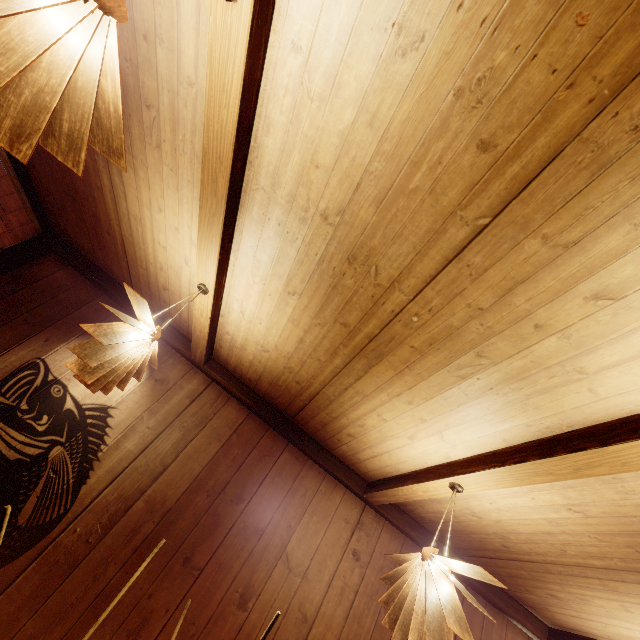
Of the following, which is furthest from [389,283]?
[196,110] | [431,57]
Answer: [196,110]

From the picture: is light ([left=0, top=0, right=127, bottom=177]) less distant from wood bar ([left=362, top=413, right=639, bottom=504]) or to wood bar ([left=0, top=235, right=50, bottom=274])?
wood bar ([left=362, top=413, right=639, bottom=504])

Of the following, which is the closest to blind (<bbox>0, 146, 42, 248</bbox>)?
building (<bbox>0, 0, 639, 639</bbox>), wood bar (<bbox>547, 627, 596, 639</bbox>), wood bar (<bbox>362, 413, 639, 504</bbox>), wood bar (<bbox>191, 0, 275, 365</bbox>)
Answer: building (<bbox>0, 0, 639, 639</bbox>)

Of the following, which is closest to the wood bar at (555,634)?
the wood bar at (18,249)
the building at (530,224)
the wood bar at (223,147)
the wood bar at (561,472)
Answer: the building at (530,224)

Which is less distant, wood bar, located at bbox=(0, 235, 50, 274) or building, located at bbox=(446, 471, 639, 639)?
building, located at bbox=(446, 471, 639, 639)

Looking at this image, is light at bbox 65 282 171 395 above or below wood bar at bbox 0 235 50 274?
below

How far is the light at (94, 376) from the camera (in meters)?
2.64

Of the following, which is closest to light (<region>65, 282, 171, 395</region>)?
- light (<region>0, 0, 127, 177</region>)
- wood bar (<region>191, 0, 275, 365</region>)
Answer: wood bar (<region>191, 0, 275, 365</region>)
